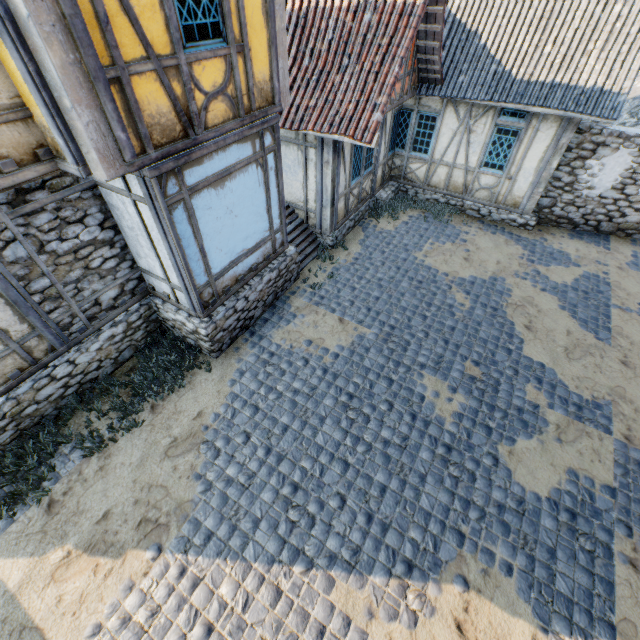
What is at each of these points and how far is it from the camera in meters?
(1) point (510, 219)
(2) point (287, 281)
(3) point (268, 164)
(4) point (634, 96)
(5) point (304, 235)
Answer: (1) stone foundation, 10.9 m
(2) stone foundation, 8.5 m
(3) building, 6.5 m
(4) rock, 15.7 m
(5) stairs, 9.7 m

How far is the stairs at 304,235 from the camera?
9.38m

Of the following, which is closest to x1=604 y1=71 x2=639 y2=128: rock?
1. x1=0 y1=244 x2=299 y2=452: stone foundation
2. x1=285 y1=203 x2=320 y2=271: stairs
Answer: x1=285 y1=203 x2=320 y2=271: stairs

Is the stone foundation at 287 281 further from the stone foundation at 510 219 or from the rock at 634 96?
the rock at 634 96

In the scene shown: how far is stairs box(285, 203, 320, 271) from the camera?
9.4 meters

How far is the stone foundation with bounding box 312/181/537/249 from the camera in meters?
10.1

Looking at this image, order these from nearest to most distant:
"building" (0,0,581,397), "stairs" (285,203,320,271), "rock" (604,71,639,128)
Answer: "building" (0,0,581,397), "stairs" (285,203,320,271), "rock" (604,71,639,128)

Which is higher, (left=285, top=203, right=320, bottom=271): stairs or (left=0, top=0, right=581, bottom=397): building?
(left=0, top=0, right=581, bottom=397): building
